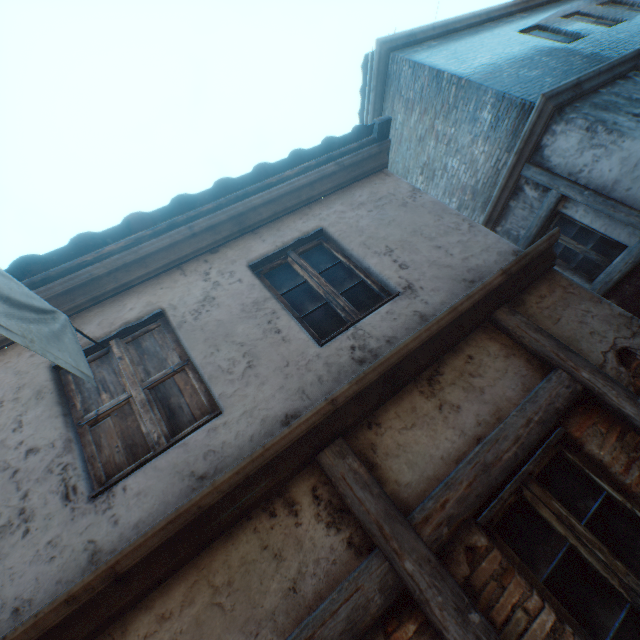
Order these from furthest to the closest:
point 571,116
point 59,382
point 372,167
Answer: point 571,116
point 372,167
point 59,382

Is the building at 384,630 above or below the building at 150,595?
below

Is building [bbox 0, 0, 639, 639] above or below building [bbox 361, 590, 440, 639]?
above

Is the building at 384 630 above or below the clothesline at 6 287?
below

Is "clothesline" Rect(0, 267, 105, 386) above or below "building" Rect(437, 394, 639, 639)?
above
